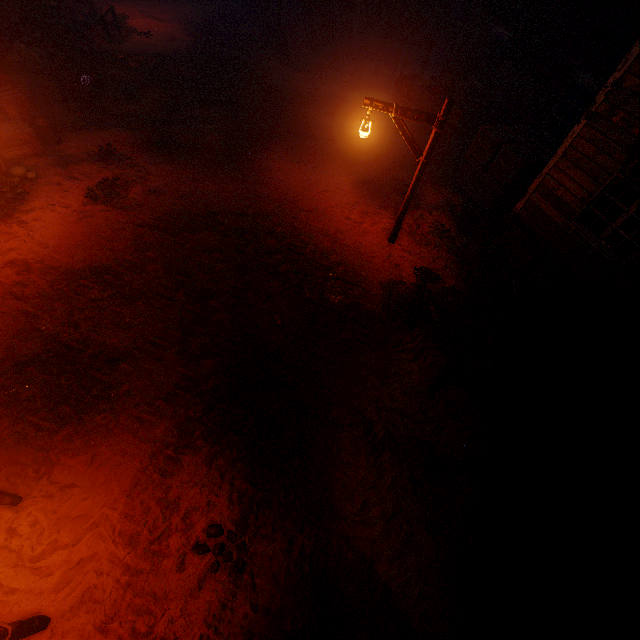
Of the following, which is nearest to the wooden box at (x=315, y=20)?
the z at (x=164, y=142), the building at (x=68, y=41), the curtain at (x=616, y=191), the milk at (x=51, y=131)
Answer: the building at (x=68, y=41)

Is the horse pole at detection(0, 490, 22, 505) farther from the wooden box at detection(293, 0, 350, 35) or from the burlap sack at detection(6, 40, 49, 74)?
the wooden box at detection(293, 0, 350, 35)

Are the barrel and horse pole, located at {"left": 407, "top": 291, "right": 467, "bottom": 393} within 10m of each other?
yes

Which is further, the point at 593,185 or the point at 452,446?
the point at 593,185

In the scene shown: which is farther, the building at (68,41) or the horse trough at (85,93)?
the building at (68,41)

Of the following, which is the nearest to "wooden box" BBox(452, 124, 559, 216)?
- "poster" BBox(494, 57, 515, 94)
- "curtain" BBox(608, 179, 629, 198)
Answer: "poster" BBox(494, 57, 515, 94)

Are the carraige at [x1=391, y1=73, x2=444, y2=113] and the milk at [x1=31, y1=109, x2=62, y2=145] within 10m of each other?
no

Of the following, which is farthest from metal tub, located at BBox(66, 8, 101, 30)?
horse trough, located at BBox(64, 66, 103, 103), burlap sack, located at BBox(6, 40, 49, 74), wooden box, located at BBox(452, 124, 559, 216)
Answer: wooden box, located at BBox(452, 124, 559, 216)
